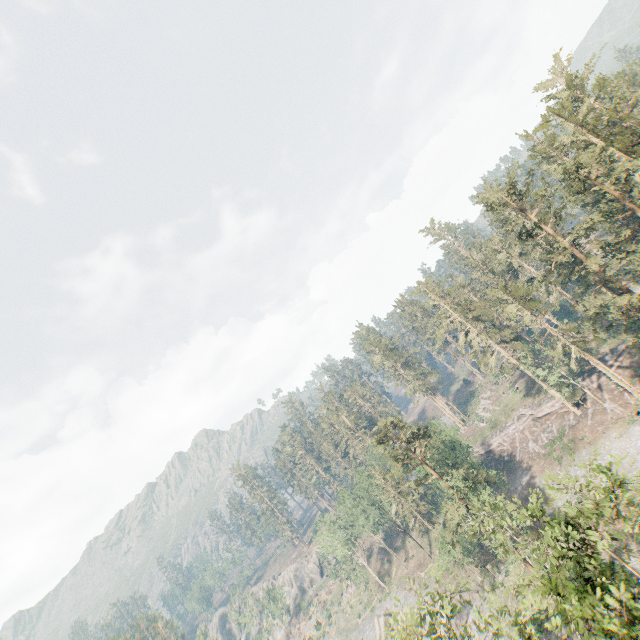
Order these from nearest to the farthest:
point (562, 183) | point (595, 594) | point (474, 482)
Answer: point (595, 594), point (562, 183), point (474, 482)

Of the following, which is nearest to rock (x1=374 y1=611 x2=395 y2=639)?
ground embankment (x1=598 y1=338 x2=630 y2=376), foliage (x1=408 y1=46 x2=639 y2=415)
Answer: foliage (x1=408 y1=46 x2=639 y2=415)

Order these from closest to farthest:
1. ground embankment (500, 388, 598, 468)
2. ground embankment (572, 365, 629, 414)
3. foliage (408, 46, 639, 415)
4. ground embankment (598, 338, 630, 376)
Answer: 1. foliage (408, 46, 639, 415)
2. ground embankment (572, 365, 629, 414)
3. ground embankment (598, 338, 630, 376)
4. ground embankment (500, 388, 598, 468)

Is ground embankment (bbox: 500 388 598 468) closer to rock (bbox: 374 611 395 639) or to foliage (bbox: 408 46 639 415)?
foliage (bbox: 408 46 639 415)

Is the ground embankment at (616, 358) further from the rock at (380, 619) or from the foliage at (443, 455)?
the rock at (380, 619)
